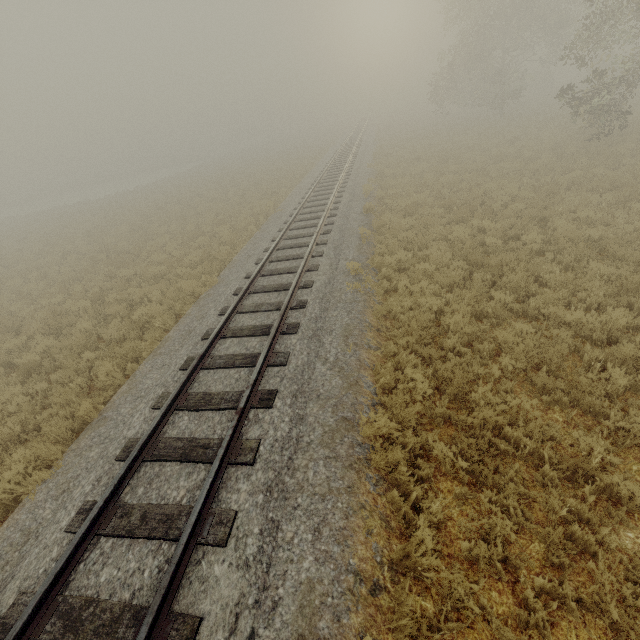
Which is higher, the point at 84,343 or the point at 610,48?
Result: the point at 610,48
